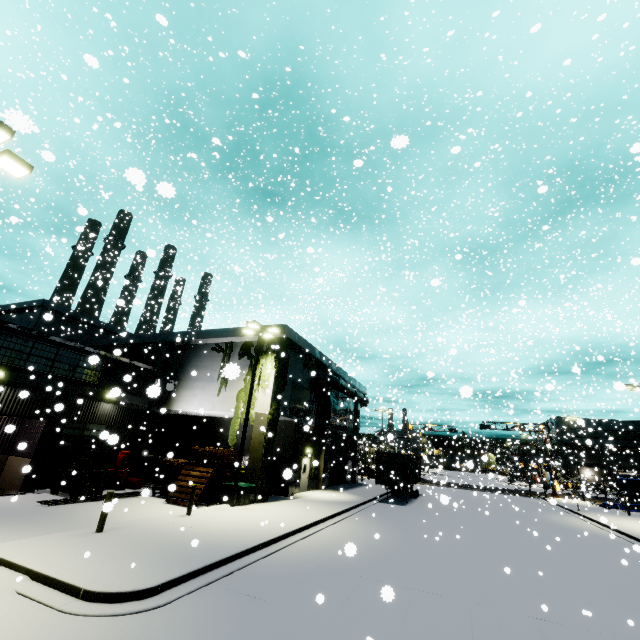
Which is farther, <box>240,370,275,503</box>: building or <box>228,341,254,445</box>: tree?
<box>228,341,254,445</box>: tree

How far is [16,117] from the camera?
2.06m

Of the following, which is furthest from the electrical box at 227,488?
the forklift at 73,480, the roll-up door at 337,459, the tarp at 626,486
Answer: the tarp at 626,486

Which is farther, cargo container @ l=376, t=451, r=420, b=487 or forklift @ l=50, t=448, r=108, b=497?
cargo container @ l=376, t=451, r=420, b=487

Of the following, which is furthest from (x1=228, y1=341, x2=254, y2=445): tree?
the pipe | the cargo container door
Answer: the cargo container door

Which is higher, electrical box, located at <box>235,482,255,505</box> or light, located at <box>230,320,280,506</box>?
light, located at <box>230,320,280,506</box>

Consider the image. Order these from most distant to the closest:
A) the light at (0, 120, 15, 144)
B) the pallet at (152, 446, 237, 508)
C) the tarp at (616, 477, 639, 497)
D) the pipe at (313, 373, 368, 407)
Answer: the tarp at (616, 477, 639, 497), the pipe at (313, 373, 368, 407), the pallet at (152, 446, 237, 508), the light at (0, 120, 15, 144)

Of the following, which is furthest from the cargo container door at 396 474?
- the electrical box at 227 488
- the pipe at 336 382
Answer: the electrical box at 227 488
